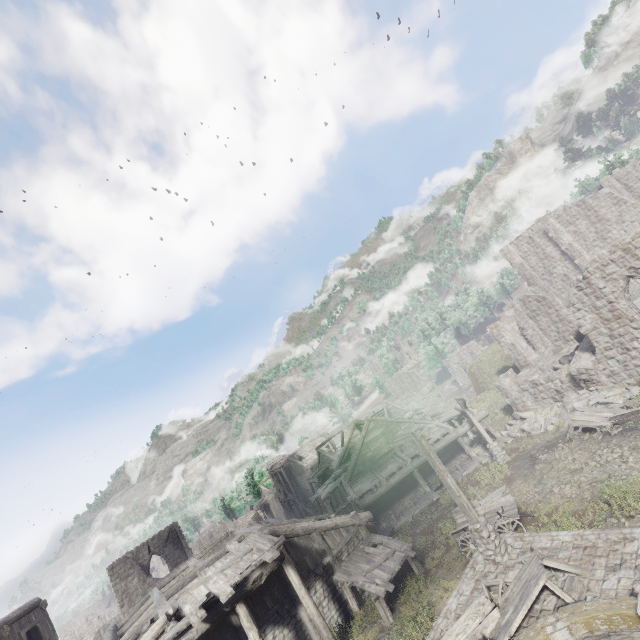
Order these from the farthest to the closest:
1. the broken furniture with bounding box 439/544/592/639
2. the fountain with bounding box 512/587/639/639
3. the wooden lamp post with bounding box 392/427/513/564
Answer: the wooden lamp post with bounding box 392/427/513/564, the broken furniture with bounding box 439/544/592/639, the fountain with bounding box 512/587/639/639

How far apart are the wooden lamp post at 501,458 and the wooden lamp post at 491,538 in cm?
947

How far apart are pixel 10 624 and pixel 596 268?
35.7m

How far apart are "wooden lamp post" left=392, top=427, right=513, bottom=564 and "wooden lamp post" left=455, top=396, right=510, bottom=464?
9.47m

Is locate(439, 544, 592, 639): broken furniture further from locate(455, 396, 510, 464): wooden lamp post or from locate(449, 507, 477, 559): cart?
locate(455, 396, 510, 464): wooden lamp post

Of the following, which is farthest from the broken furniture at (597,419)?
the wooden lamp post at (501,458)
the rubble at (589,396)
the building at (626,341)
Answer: the wooden lamp post at (501,458)

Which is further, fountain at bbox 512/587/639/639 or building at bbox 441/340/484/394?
building at bbox 441/340/484/394

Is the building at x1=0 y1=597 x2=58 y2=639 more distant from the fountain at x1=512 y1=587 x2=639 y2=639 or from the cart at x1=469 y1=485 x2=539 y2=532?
the fountain at x1=512 y1=587 x2=639 y2=639
